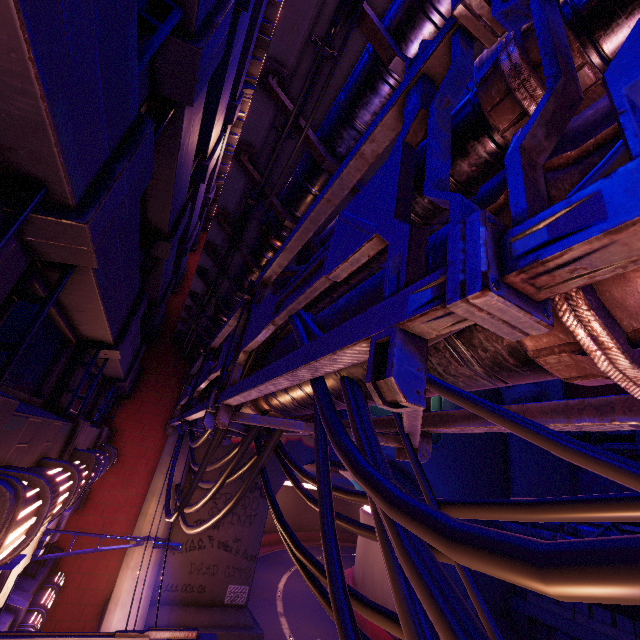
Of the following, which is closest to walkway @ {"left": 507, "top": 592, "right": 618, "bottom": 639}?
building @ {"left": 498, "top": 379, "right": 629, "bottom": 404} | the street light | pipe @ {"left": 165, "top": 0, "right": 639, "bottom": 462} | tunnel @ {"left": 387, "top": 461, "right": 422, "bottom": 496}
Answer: tunnel @ {"left": 387, "top": 461, "right": 422, "bottom": 496}

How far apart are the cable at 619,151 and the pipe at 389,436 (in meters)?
0.01

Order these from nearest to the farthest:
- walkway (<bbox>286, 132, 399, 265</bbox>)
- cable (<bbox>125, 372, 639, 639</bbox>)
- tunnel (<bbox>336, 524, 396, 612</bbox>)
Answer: cable (<bbox>125, 372, 639, 639</bbox>) < walkway (<bbox>286, 132, 399, 265</bbox>) < tunnel (<bbox>336, 524, 396, 612</bbox>)

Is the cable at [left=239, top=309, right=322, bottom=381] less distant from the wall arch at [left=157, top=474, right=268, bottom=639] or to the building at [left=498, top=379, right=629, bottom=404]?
the wall arch at [left=157, top=474, right=268, bottom=639]

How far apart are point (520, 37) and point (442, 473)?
22.9 meters

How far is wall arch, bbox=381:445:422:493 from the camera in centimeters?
Answer: 1930cm

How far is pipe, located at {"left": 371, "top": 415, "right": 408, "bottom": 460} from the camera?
3.8m

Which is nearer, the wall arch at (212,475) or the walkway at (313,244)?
the walkway at (313,244)
